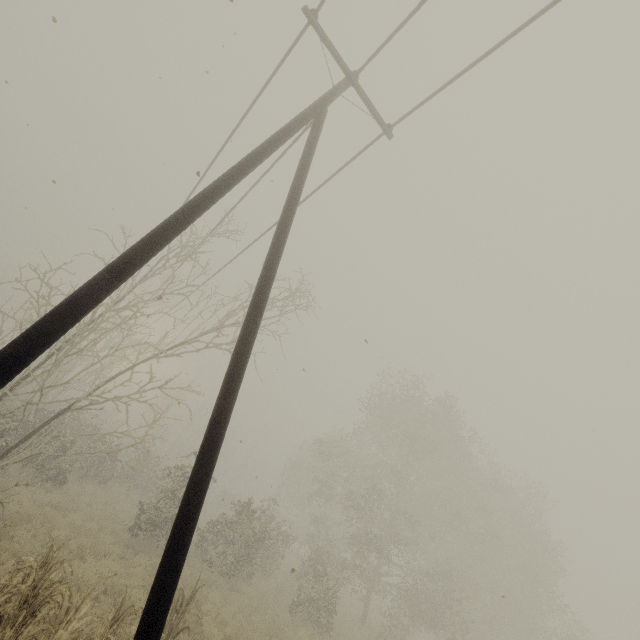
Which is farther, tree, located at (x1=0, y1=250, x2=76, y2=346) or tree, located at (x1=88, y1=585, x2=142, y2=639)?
tree, located at (x1=0, y1=250, x2=76, y2=346)

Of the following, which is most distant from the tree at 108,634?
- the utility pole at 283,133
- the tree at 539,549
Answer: the tree at 539,549

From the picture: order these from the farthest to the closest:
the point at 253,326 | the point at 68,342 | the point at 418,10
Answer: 1. the point at 68,342
2. the point at 418,10
3. the point at 253,326

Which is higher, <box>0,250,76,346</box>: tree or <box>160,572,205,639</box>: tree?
<box>0,250,76,346</box>: tree

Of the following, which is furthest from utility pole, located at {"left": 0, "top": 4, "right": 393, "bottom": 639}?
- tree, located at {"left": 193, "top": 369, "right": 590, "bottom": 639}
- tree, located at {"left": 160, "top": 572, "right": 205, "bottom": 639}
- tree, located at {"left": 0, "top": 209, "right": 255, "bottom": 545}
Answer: tree, located at {"left": 193, "top": 369, "right": 590, "bottom": 639}

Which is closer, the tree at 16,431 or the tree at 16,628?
the tree at 16,628

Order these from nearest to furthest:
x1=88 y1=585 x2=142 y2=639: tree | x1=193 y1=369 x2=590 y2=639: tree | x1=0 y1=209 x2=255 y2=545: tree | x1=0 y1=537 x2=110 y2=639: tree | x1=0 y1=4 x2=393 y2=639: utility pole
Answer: x1=0 y1=4 x2=393 y2=639: utility pole < x1=0 y1=537 x2=110 y2=639: tree < x1=88 y1=585 x2=142 y2=639: tree < x1=0 y1=209 x2=255 y2=545: tree < x1=193 y1=369 x2=590 y2=639: tree

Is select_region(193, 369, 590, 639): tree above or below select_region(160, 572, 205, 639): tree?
above
